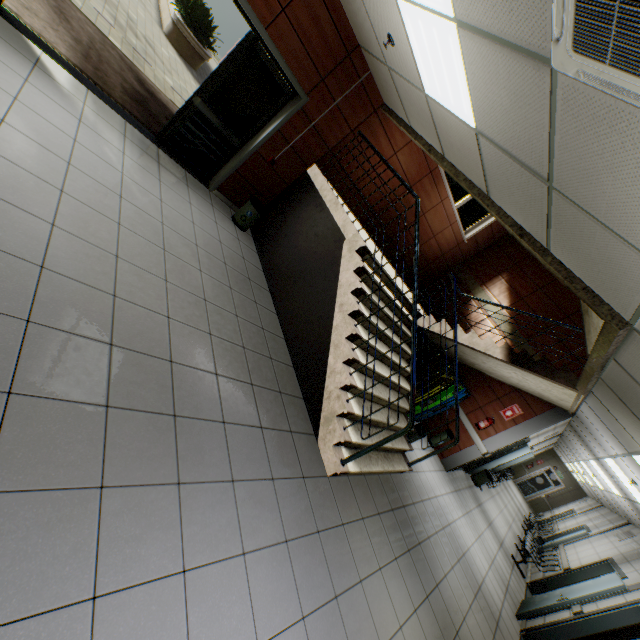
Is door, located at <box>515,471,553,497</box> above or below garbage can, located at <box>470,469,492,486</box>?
above

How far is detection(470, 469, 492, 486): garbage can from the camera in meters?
10.3

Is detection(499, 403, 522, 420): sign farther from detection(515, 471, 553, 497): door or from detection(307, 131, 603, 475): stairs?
detection(515, 471, 553, 497): door

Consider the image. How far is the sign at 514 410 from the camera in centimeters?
797cm

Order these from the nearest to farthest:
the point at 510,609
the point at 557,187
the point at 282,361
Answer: the point at 557,187 → the point at 282,361 → the point at 510,609

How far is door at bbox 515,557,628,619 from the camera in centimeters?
593cm

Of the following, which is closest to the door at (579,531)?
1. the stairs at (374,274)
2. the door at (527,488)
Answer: the stairs at (374,274)

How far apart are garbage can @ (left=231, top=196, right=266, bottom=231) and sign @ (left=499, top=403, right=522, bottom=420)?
7.39m
